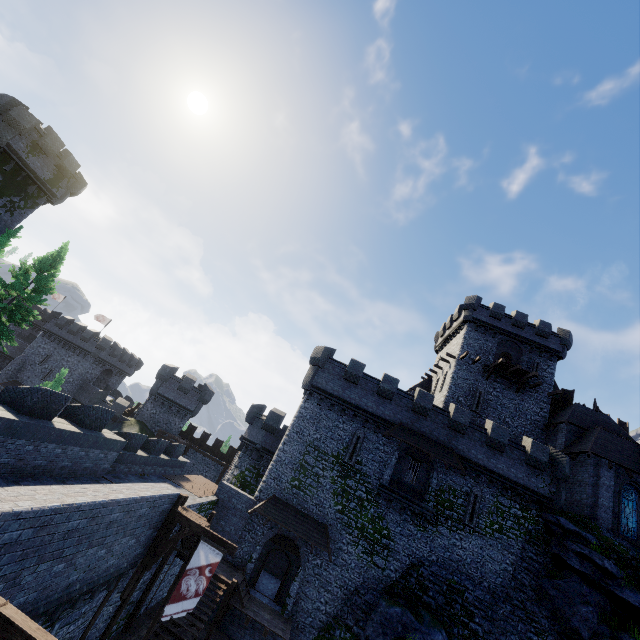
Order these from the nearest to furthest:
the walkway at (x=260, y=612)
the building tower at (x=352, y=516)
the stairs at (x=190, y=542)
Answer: the stairs at (x=190, y=542)
the walkway at (x=260, y=612)
the building tower at (x=352, y=516)

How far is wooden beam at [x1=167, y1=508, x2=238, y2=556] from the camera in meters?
13.4 m

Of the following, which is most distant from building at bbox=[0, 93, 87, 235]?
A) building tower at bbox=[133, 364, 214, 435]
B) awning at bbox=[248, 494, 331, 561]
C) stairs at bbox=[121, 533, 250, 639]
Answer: awning at bbox=[248, 494, 331, 561]

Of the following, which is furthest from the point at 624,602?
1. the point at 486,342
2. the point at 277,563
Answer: the point at 277,563

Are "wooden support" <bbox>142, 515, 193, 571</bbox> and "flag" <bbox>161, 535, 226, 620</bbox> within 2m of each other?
yes

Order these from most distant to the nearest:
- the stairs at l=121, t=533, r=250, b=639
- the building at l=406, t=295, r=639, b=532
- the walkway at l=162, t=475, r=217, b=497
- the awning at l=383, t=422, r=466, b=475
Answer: the building at l=406, t=295, r=639, b=532, the awning at l=383, t=422, r=466, b=475, the walkway at l=162, t=475, r=217, b=497, the stairs at l=121, t=533, r=250, b=639

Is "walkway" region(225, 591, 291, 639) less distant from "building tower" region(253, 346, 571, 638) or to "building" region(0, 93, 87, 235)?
"building tower" region(253, 346, 571, 638)

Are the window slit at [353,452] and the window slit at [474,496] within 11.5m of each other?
yes
